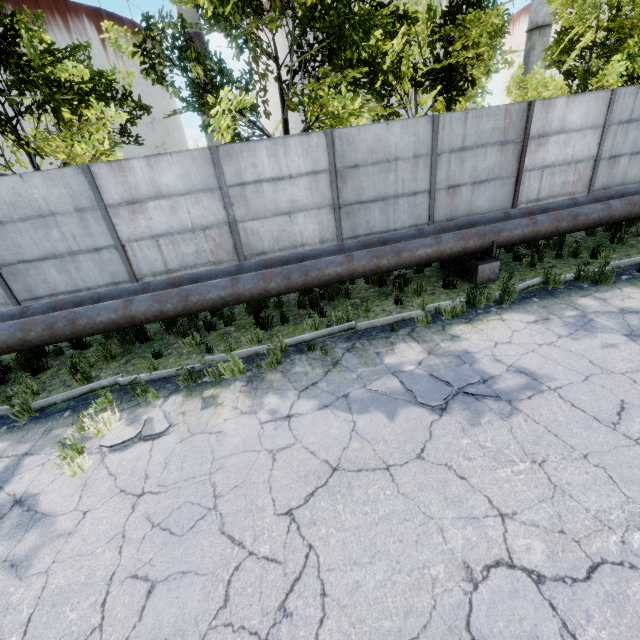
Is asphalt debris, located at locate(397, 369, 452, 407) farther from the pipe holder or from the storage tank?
the storage tank

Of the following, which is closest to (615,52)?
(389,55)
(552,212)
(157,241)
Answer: (389,55)

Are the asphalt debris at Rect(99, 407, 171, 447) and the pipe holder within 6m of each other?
no

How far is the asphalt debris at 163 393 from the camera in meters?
5.3

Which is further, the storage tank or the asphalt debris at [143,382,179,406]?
the storage tank

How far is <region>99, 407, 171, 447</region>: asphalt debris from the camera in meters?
4.5 m

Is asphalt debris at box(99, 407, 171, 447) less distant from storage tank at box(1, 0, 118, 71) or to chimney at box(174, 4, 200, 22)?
chimney at box(174, 4, 200, 22)

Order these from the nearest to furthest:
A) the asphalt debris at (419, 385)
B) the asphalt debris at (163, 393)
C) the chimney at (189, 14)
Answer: the asphalt debris at (419, 385)
the asphalt debris at (163, 393)
the chimney at (189, 14)
